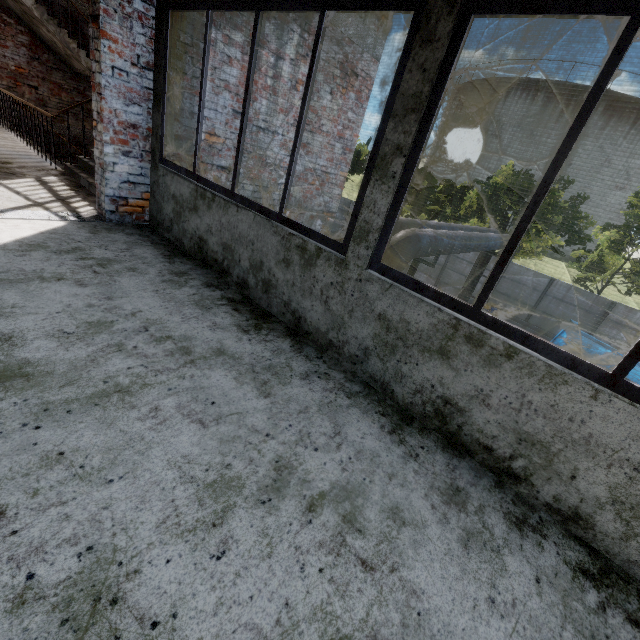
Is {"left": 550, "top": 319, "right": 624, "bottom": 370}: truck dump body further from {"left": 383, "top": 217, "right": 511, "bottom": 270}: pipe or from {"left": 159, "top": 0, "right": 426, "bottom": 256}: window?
{"left": 159, "top": 0, "right": 426, "bottom": 256}: window

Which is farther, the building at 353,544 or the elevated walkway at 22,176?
the elevated walkway at 22,176

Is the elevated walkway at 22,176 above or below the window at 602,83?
below

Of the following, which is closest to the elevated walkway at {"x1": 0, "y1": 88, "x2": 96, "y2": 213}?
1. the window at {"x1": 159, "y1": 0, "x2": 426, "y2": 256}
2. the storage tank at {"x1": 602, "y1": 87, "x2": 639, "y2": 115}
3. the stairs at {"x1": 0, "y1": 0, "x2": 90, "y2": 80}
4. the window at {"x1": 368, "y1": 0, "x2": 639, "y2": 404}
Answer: the stairs at {"x1": 0, "y1": 0, "x2": 90, "y2": 80}

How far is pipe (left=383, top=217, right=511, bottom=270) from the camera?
5.9m

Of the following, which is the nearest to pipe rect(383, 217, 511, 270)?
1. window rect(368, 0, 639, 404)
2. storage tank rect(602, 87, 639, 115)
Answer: window rect(368, 0, 639, 404)

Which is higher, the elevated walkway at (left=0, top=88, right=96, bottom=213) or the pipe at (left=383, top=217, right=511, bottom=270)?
the pipe at (left=383, top=217, right=511, bottom=270)

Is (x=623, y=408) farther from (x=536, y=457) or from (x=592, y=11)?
(x=592, y=11)
